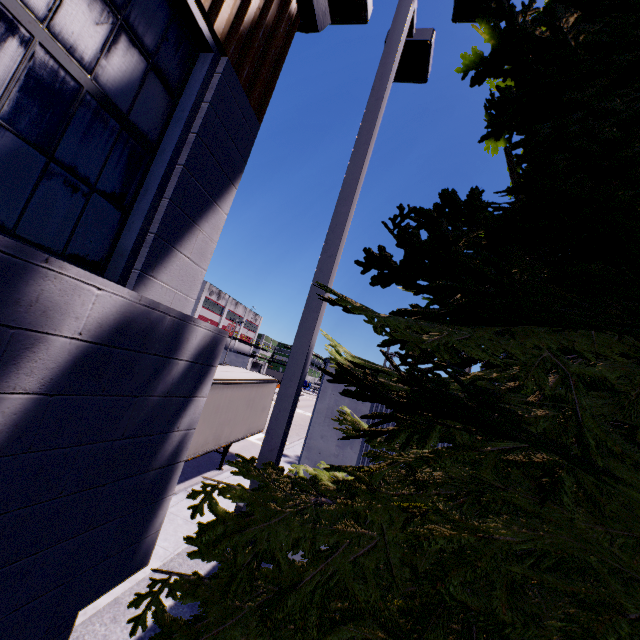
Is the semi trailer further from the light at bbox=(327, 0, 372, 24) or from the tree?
the light at bbox=(327, 0, 372, 24)

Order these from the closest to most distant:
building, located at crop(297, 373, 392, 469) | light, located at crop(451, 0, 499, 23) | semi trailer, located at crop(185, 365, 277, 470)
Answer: light, located at crop(451, 0, 499, 23) → building, located at crop(297, 373, 392, 469) → semi trailer, located at crop(185, 365, 277, 470)

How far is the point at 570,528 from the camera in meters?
1.3

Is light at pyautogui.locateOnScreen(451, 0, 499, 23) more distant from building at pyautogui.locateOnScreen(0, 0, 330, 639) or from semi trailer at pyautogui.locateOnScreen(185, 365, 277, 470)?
semi trailer at pyautogui.locateOnScreen(185, 365, 277, 470)

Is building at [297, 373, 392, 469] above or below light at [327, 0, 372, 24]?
below

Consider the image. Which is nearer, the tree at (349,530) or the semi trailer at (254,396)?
the tree at (349,530)

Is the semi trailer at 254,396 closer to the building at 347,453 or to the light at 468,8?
the building at 347,453

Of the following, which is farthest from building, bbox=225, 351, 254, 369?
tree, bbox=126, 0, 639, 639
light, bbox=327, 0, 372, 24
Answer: light, bbox=327, 0, 372, 24
